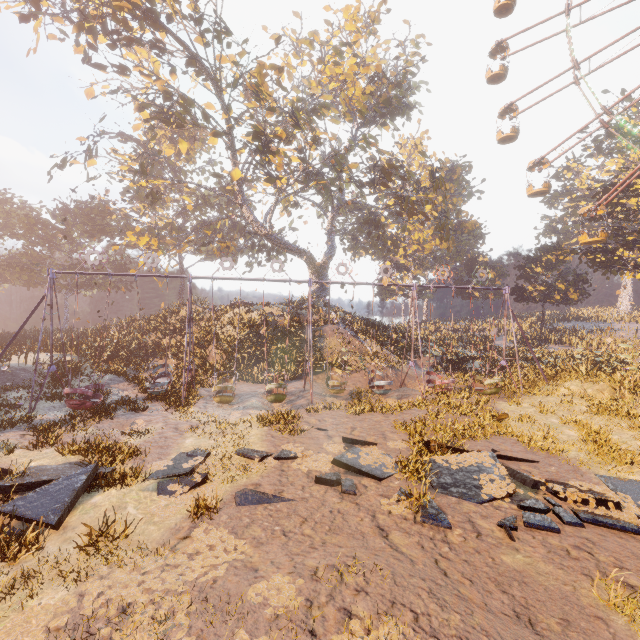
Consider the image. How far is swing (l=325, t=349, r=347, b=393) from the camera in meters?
17.2 m

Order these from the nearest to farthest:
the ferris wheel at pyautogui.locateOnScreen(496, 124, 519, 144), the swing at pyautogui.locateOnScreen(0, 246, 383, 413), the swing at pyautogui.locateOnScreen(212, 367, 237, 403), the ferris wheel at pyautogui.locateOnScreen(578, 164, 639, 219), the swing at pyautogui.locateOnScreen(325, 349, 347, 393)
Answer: the swing at pyautogui.locateOnScreen(0, 246, 383, 413) → the swing at pyautogui.locateOnScreen(212, 367, 237, 403) → the swing at pyautogui.locateOnScreen(325, 349, 347, 393) → the ferris wheel at pyautogui.locateOnScreen(578, 164, 639, 219) → the ferris wheel at pyautogui.locateOnScreen(496, 124, 519, 144)

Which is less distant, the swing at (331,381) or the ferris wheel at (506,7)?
the swing at (331,381)

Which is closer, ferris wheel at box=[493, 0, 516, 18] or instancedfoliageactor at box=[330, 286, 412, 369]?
instancedfoliageactor at box=[330, 286, 412, 369]

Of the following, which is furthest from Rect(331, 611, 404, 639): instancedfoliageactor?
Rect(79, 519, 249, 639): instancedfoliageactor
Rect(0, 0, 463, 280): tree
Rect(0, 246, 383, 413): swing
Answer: Rect(0, 0, 463, 280): tree

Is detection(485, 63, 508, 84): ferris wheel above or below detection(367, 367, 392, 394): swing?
above

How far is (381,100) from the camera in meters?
32.4
